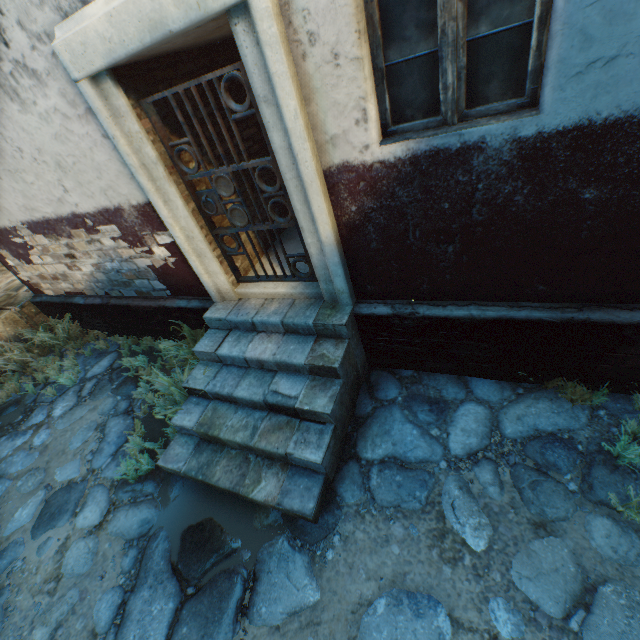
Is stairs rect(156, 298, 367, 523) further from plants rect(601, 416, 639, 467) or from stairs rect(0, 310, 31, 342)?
stairs rect(0, 310, 31, 342)

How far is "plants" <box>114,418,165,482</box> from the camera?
3.7m

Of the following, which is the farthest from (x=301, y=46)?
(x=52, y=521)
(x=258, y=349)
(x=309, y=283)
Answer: (x=52, y=521)

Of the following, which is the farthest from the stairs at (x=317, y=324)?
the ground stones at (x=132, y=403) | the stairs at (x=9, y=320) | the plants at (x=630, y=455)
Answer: the stairs at (x=9, y=320)

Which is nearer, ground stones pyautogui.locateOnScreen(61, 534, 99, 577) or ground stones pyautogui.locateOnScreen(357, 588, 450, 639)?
ground stones pyautogui.locateOnScreen(357, 588, 450, 639)

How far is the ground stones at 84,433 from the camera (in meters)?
4.47

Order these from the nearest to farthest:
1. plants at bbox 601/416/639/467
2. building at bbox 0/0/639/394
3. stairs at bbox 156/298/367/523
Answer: building at bbox 0/0/639/394 < plants at bbox 601/416/639/467 < stairs at bbox 156/298/367/523
